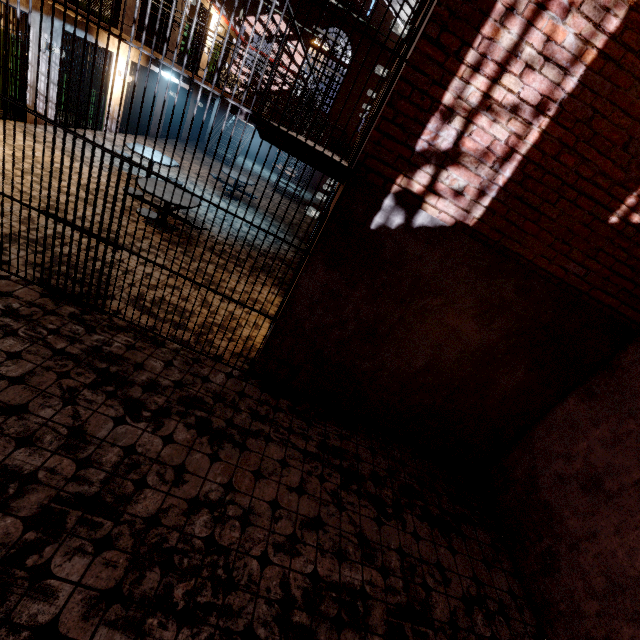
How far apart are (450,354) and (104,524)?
4.0m
